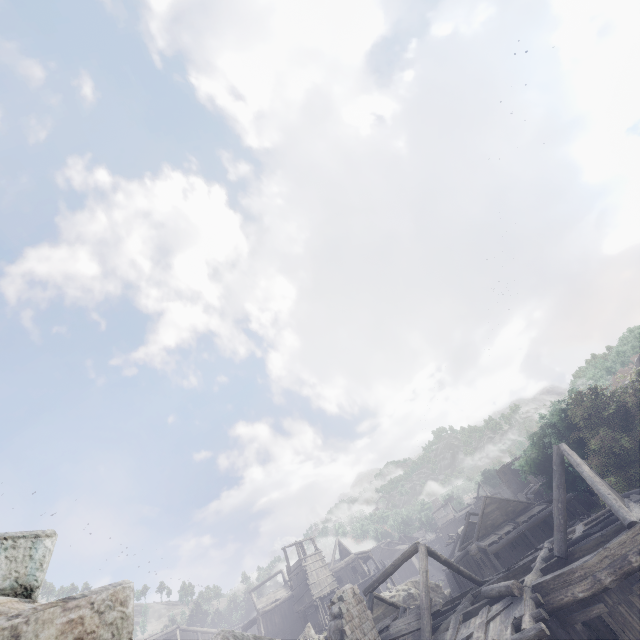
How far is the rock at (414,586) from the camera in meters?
32.4 m

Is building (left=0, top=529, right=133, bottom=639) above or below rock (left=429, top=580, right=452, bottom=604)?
above

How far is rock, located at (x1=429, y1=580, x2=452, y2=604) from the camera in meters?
35.1

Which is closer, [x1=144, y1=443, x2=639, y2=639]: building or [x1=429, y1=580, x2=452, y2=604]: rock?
[x1=144, y1=443, x2=639, y2=639]: building

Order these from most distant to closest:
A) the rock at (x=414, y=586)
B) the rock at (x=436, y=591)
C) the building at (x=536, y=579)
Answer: the rock at (x=436, y=591)
the rock at (x=414, y=586)
the building at (x=536, y=579)

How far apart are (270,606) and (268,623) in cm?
157
